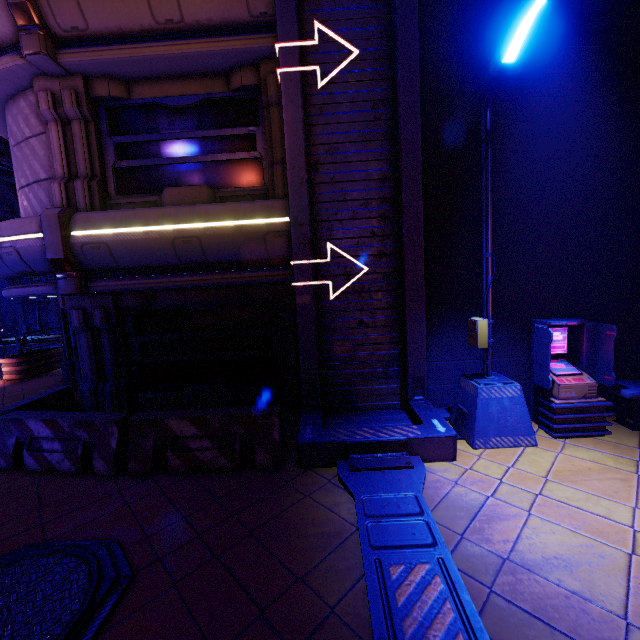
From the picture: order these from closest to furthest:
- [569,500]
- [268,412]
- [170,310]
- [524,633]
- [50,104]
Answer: [524,633] < [569,500] < [268,412] < [50,104] < [170,310]

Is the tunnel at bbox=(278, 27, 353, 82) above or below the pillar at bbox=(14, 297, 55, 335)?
above

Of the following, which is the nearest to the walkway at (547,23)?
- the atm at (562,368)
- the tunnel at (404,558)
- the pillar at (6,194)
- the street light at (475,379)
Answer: the tunnel at (404,558)

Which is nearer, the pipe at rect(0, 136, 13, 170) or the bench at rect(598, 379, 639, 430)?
the bench at rect(598, 379, 639, 430)

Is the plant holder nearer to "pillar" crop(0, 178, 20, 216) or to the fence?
the fence

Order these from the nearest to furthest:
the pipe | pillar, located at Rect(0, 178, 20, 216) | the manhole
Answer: the manhole < the pipe < pillar, located at Rect(0, 178, 20, 216)

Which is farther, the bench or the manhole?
the bench

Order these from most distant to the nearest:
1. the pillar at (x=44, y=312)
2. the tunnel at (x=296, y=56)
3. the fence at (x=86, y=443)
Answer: the pillar at (x=44, y=312) < the tunnel at (x=296, y=56) < the fence at (x=86, y=443)
